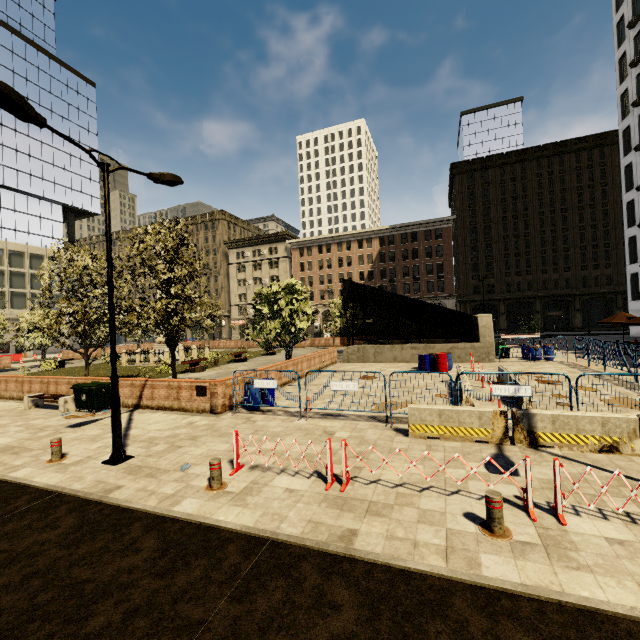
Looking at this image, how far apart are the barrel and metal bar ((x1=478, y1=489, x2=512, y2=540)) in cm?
1396

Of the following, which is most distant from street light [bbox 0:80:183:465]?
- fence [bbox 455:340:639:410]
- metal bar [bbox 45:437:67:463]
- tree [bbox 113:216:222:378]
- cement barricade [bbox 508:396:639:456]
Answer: cement barricade [bbox 508:396:639:456]

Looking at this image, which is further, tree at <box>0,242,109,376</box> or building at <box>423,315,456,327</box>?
building at <box>423,315,456,327</box>

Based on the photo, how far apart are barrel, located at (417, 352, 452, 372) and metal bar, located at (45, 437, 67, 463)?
16.4 meters

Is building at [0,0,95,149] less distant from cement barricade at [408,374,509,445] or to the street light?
cement barricade at [408,374,509,445]

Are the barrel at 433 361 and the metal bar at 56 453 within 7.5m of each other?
no

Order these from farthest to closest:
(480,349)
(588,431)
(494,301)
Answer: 1. (494,301)
2. (480,349)
3. (588,431)

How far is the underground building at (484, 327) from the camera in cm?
2184
